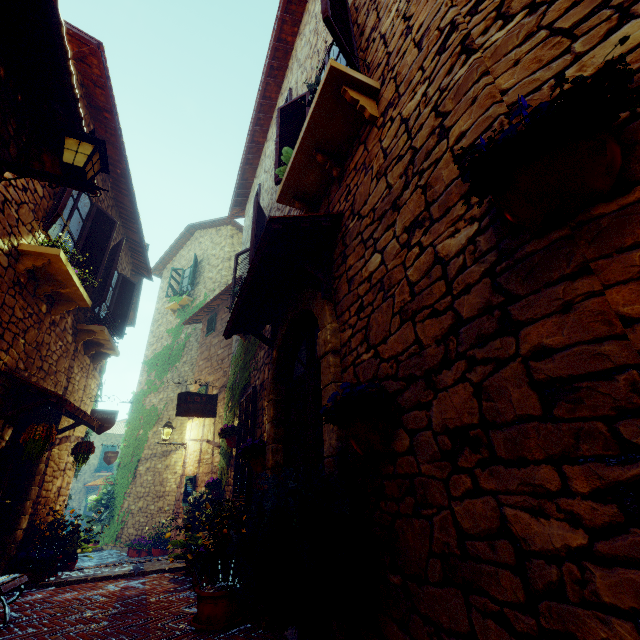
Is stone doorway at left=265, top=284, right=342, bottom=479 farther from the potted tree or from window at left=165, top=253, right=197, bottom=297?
window at left=165, top=253, right=197, bottom=297

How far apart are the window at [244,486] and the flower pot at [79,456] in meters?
2.7 m

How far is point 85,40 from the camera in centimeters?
477cm

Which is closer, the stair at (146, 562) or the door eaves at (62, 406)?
the door eaves at (62, 406)

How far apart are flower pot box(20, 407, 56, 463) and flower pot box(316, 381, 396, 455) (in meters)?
4.38

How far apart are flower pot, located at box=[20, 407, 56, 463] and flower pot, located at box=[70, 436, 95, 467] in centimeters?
154cm

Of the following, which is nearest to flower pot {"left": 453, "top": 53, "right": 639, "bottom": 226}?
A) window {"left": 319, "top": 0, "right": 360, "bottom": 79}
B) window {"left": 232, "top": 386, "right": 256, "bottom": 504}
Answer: window {"left": 319, "top": 0, "right": 360, "bottom": 79}

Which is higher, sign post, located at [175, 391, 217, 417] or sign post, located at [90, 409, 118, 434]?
sign post, located at [175, 391, 217, 417]
